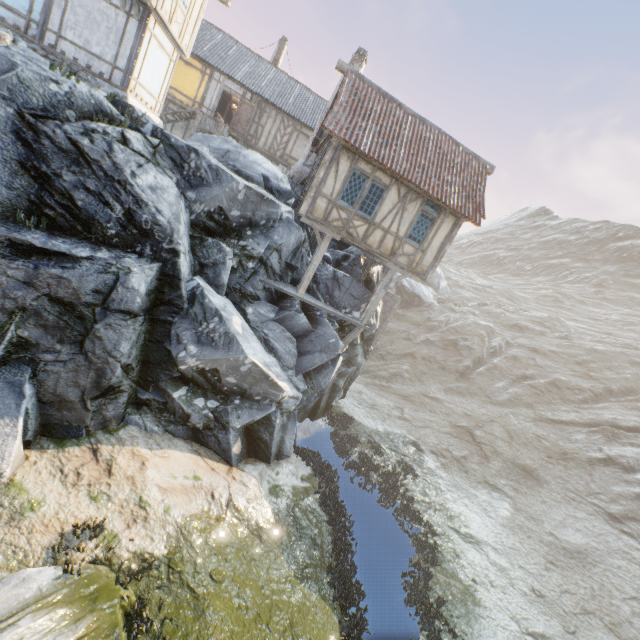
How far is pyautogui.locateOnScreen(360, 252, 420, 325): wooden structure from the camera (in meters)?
14.11

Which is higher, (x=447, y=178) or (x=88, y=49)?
(x=447, y=178)

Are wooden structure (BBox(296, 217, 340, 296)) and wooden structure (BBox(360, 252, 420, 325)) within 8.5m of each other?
yes

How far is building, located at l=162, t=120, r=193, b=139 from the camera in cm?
2105

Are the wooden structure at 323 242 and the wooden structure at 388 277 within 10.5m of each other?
yes

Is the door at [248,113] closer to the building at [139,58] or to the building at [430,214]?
the building at [139,58]

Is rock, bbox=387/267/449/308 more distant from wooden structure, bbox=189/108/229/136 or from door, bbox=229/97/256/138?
wooden structure, bbox=189/108/229/136

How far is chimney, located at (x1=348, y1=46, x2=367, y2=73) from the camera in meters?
15.0 m
